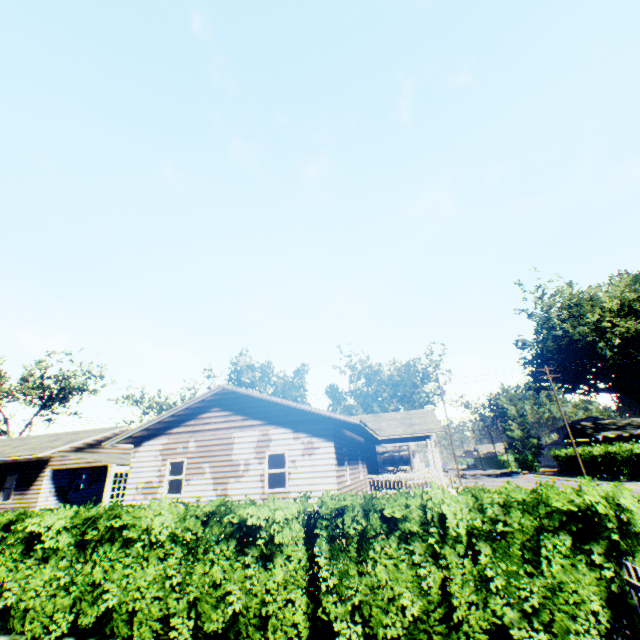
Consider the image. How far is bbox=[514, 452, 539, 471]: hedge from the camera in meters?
54.0 m

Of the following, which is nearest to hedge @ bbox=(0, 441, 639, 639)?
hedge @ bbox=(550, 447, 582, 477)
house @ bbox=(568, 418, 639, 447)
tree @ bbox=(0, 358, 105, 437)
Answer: hedge @ bbox=(550, 447, 582, 477)

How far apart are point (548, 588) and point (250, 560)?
4.7 meters

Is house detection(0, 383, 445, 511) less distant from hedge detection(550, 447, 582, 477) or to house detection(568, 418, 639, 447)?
hedge detection(550, 447, 582, 477)

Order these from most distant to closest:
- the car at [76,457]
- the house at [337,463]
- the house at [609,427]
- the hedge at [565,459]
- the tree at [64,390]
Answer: the house at [609,427]
the tree at [64,390]
the hedge at [565,459]
the car at [76,457]
the house at [337,463]

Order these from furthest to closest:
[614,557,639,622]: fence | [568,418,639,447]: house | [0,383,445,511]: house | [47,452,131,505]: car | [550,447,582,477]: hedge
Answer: [568,418,639,447]: house → [550,447,582,477]: hedge → [47,452,131,505]: car → [0,383,445,511]: house → [614,557,639,622]: fence

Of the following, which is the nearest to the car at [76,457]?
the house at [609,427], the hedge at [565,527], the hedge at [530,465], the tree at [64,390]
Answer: the hedge at [565,527]

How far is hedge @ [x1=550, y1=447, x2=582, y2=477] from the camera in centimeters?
3809cm
